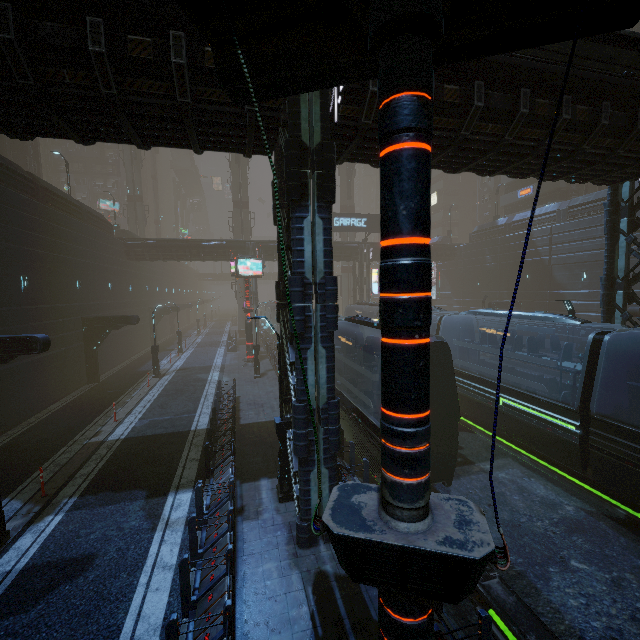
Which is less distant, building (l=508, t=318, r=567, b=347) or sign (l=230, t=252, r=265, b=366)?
sign (l=230, t=252, r=265, b=366)

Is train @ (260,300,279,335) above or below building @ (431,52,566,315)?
below

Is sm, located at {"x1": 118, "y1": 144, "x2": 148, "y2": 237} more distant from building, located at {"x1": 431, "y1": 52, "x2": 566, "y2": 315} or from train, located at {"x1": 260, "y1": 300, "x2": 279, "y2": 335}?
train, located at {"x1": 260, "y1": 300, "x2": 279, "y2": 335}

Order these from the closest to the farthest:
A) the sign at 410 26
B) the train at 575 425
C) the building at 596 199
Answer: the sign at 410 26 → the building at 596 199 → the train at 575 425

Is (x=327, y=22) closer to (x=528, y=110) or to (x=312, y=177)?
(x=312, y=177)

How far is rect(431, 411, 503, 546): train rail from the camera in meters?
10.8

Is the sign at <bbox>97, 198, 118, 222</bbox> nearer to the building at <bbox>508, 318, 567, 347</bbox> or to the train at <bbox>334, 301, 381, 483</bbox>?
the building at <bbox>508, 318, 567, 347</bbox>

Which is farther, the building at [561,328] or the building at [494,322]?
the building at [494,322]
